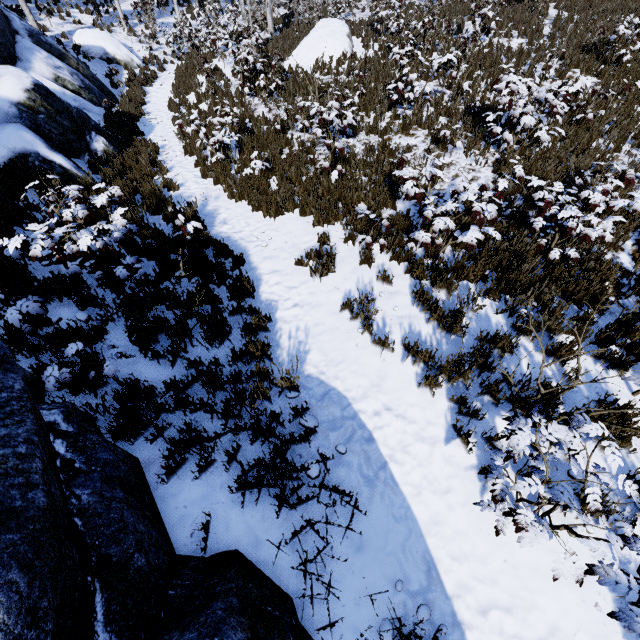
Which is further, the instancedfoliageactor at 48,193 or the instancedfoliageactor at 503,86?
the instancedfoliageactor at 503,86

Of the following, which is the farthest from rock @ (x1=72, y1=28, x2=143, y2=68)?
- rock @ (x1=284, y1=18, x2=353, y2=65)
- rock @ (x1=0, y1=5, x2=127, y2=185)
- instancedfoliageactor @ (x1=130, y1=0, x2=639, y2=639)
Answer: rock @ (x1=284, y1=18, x2=353, y2=65)

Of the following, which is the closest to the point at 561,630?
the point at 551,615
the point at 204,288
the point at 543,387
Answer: the point at 551,615

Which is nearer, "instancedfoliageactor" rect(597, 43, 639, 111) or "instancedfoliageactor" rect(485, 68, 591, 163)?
"instancedfoliageactor" rect(485, 68, 591, 163)

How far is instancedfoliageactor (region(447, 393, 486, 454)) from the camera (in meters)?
3.65

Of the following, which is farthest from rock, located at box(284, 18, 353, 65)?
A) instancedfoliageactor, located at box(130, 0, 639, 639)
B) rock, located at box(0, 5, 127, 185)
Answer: rock, located at box(0, 5, 127, 185)

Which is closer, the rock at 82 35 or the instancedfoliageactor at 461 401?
the instancedfoliageactor at 461 401

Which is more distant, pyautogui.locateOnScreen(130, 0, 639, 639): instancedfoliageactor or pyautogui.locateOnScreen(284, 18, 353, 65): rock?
pyautogui.locateOnScreen(284, 18, 353, 65): rock
